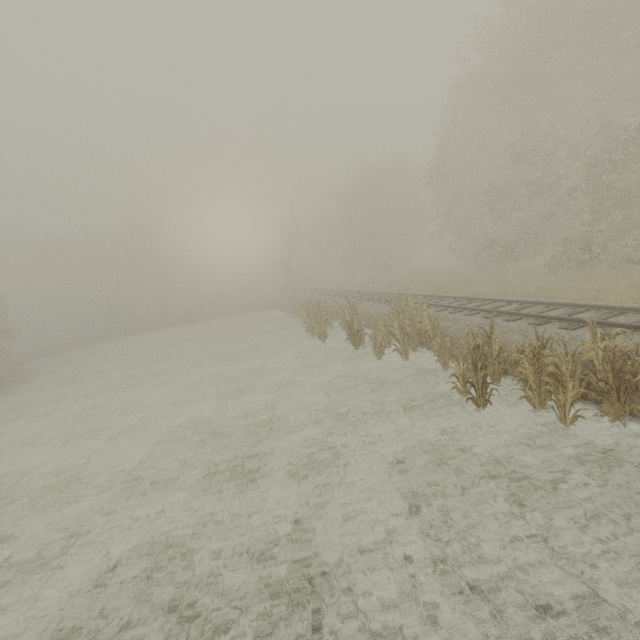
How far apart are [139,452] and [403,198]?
40.97m
